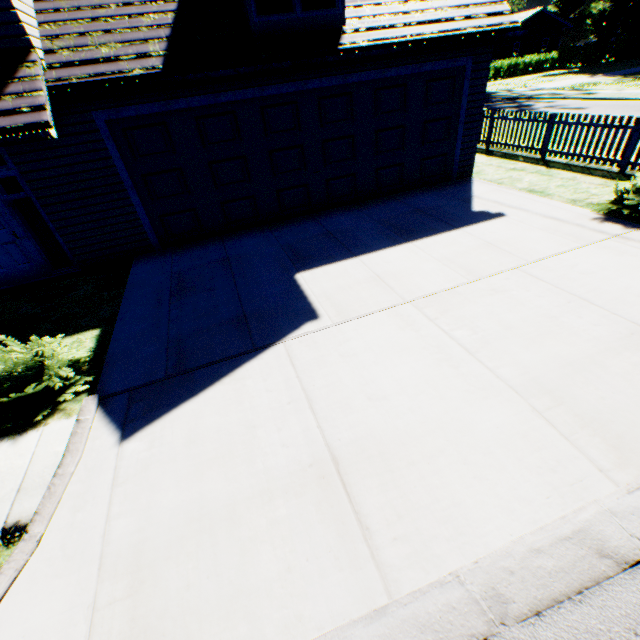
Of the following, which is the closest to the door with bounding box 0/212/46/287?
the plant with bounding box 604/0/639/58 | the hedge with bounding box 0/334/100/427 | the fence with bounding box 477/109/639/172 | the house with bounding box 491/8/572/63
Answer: the hedge with bounding box 0/334/100/427

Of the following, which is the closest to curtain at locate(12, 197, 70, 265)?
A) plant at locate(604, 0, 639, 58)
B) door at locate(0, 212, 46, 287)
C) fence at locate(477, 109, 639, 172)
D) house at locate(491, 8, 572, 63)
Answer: door at locate(0, 212, 46, 287)

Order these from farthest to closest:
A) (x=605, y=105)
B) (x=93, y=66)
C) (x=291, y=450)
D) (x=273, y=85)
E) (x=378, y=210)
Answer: (x=605, y=105), (x=378, y=210), (x=273, y=85), (x=93, y=66), (x=291, y=450)

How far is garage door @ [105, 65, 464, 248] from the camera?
7.1 meters

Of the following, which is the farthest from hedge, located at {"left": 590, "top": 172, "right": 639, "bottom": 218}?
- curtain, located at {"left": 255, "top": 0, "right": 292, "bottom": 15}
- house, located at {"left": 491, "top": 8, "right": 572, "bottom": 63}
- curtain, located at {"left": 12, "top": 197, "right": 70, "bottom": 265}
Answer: house, located at {"left": 491, "top": 8, "right": 572, "bottom": 63}

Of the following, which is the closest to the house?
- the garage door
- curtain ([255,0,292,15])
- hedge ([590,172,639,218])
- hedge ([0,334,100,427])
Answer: the garage door

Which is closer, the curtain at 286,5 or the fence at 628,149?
the curtain at 286,5

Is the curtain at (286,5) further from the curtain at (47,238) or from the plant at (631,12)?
the plant at (631,12)
